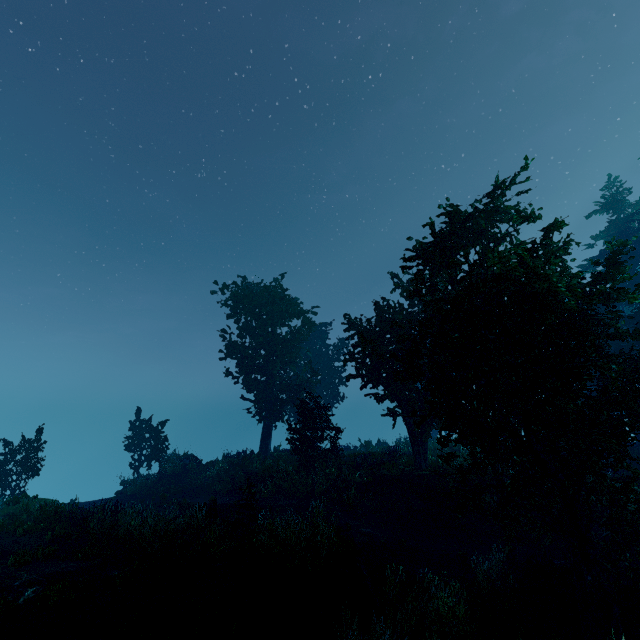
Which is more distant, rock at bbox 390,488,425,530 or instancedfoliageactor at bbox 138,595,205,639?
rock at bbox 390,488,425,530

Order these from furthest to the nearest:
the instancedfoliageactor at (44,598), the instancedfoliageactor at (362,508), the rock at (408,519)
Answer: the instancedfoliageactor at (362,508), the rock at (408,519), the instancedfoliageactor at (44,598)

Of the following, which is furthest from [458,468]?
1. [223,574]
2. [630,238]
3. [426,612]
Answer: [630,238]

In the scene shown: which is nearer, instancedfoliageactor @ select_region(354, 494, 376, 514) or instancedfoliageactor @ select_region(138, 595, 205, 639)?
instancedfoliageactor @ select_region(138, 595, 205, 639)

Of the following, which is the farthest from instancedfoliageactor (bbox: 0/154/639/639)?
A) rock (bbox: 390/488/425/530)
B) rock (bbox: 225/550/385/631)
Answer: rock (bbox: 390/488/425/530)

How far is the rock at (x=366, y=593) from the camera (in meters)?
7.38

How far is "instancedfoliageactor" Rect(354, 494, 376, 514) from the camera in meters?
16.9 m
